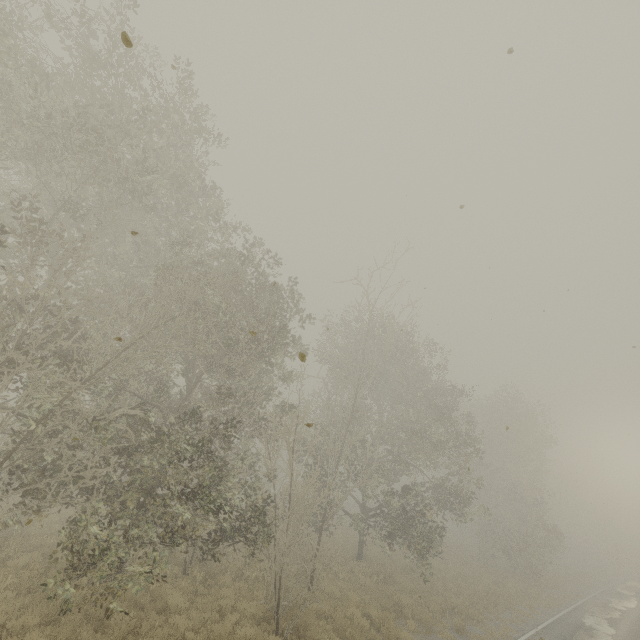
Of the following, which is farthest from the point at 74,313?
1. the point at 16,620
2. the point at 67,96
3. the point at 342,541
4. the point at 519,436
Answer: the point at 519,436
